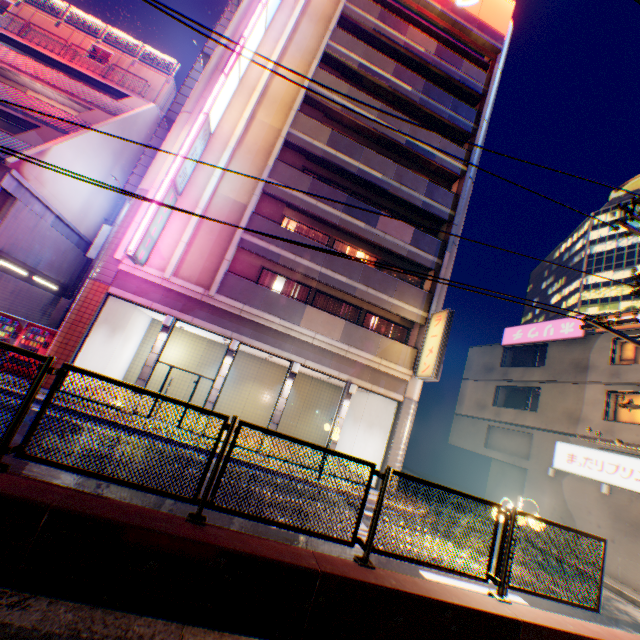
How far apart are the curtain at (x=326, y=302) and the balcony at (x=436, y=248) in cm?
409

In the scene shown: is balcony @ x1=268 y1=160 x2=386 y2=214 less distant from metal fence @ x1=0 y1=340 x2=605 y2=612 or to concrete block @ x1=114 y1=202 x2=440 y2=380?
concrete block @ x1=114 y1=202 x2=440 y2=380

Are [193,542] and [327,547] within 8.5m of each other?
yes

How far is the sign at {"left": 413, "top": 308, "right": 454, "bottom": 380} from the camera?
14.3 meters

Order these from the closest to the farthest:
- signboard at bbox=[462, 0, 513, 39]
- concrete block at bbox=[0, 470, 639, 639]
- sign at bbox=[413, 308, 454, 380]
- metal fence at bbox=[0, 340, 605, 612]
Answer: concrete block at bbox=[0, 470, 639, 639]
metal fence at bbox=[0, 340, 605, 612]
sign at bbox=[413, 308, 454, 380]
signboard at bbox=[462, 0, 513, 39]

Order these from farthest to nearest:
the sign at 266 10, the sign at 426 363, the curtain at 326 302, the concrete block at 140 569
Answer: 1. the curtain at 326 302
2. the sign at 266 10
3. the sign at 426 363
4. the concrete block at 140 569

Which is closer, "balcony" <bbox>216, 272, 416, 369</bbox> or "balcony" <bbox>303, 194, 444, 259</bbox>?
"balcony" <bbox>216, 272, 416, 369</bbox>

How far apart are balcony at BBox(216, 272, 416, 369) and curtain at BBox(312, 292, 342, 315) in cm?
157
